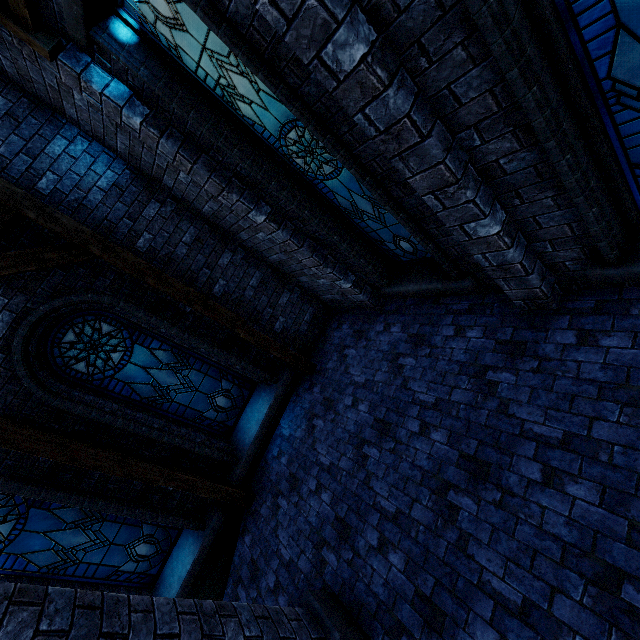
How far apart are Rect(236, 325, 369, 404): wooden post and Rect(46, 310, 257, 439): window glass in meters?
0.7 m

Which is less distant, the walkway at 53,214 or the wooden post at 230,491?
the walkway at 53,214

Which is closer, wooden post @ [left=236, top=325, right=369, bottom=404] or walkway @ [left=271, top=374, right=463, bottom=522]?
walkway @ [left=271, top=374, right=463, bottom=522]

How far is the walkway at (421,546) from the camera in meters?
3.6 m

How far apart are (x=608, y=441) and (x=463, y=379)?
1.6m

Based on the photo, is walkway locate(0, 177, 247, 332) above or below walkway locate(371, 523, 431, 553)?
above

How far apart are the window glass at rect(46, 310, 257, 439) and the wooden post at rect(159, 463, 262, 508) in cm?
75

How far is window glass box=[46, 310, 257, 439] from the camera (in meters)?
5.45
